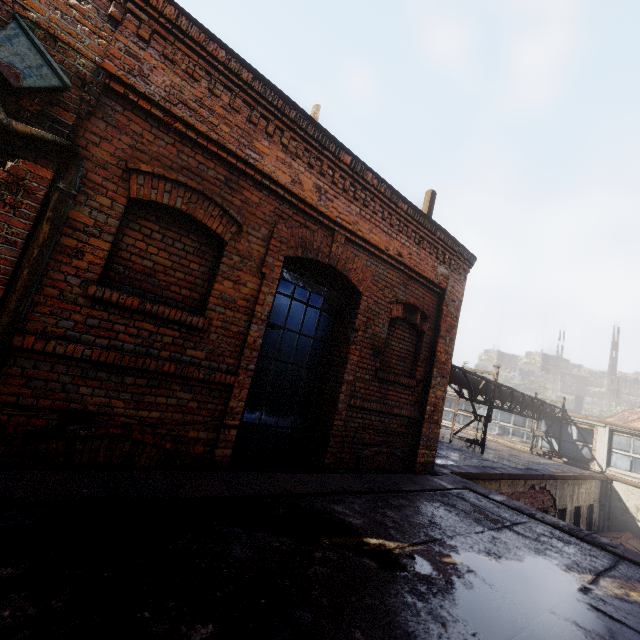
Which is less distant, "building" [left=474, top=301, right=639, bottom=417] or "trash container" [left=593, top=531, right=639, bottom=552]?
"trash container" [left=593, top=531, right=639, bottom=552]

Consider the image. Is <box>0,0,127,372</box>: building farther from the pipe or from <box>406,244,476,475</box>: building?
the pipe

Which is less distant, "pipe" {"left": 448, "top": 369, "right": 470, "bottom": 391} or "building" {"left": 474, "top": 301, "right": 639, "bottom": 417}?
"pipe" {"left": 448, "top": 369, "right": 470, "bottom": 391}

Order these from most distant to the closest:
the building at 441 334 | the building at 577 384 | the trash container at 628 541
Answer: the building at 577 384, the trash container at 628 541, the building at 441 334

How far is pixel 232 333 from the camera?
3.9m

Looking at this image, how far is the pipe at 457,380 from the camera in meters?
11.2 m

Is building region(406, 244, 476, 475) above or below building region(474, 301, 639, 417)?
below

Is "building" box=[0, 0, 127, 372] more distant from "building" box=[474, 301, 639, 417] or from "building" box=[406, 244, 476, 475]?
"building" box=[474, 301, 639, 417]
